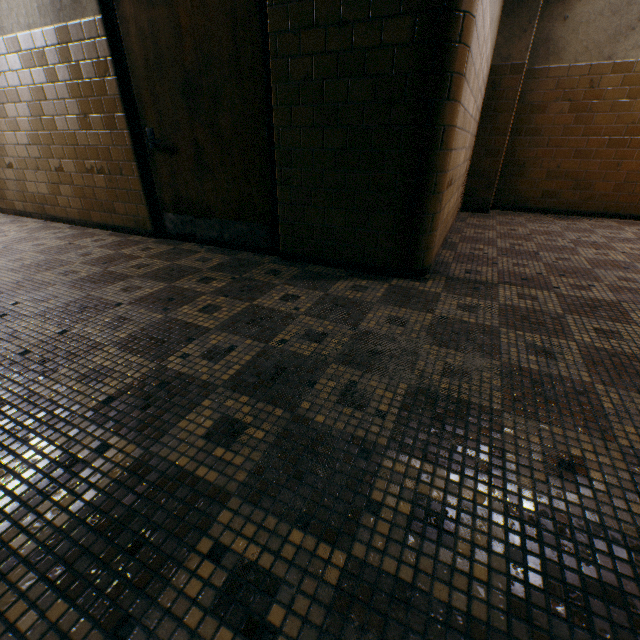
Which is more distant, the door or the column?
the column

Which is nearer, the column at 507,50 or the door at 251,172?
the door at 251,172

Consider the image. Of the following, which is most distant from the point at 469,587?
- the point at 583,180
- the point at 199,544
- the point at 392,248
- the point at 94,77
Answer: the point at 583,180
